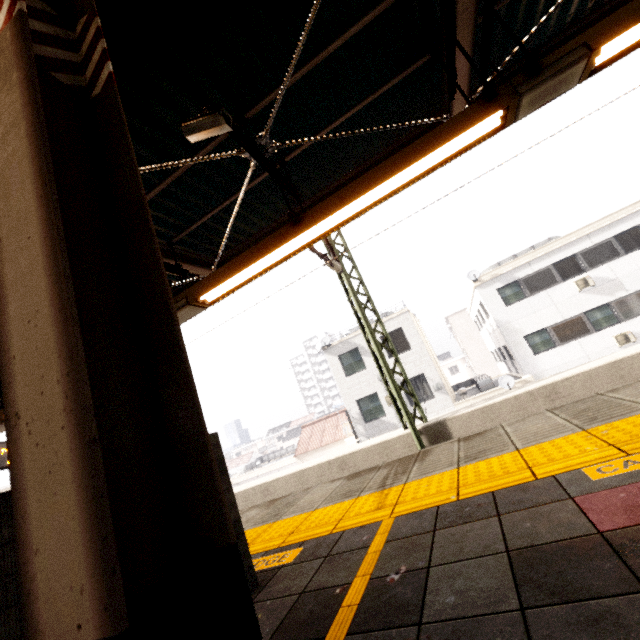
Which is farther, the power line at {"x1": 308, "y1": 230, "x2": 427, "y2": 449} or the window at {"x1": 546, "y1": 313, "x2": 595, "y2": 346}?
the window at {"x1": 546, "y1": 313, "x2": 595, "y2": 346}

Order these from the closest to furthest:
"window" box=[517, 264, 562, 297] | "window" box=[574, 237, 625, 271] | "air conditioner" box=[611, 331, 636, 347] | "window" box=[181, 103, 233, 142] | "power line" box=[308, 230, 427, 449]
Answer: "window" box=[181, 103, 233, 142]
"power line" box=[308, 230, 427, 449]
"air conditioner" box=[611, 331, 636, 347]
"window" box=[574, 237, 625, 271]
"window" box=[517, 264, 562, 297]

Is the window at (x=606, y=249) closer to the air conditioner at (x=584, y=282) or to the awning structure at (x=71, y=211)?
the air conditioner at (x=584, y=282)

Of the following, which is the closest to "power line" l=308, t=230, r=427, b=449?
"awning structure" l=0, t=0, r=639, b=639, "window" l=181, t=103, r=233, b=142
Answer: "awning structure" l=0, t=0, r=639, b=639

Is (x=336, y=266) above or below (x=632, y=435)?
above

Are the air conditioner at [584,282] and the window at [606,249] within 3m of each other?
yes

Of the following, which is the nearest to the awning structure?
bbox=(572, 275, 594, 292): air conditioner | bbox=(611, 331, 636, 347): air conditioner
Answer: bbox=(572, 275, 594, 292): air conditioner

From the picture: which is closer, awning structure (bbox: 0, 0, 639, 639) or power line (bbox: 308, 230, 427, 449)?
awning structure (bbox: 0, 0, 639, 639)
